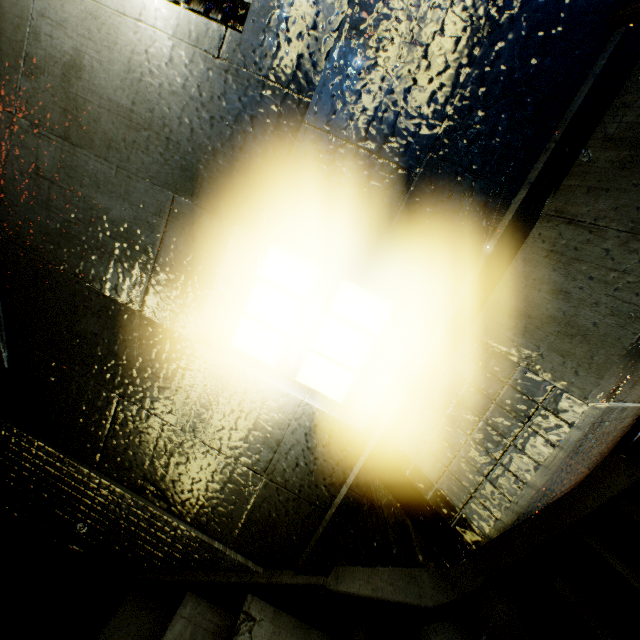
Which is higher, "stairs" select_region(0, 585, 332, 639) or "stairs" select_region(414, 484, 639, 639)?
"stairs" select_region(414, 484, 639, 639)

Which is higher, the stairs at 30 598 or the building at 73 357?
the building at 73 357

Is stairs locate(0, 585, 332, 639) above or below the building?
below

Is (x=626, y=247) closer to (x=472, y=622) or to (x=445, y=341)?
(x=445, y=341)

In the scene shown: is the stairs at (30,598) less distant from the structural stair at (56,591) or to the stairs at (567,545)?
the structural stair at (56,591)

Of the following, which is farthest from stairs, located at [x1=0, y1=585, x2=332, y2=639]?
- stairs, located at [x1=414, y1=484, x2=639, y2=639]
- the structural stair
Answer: stairs, located at [x1=414, y1=484, x2=639, y2=639]

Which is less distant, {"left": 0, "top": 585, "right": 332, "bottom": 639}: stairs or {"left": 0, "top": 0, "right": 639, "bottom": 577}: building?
{"left": 0, "top": 0, "right": 639, "bottom": 577}: building
